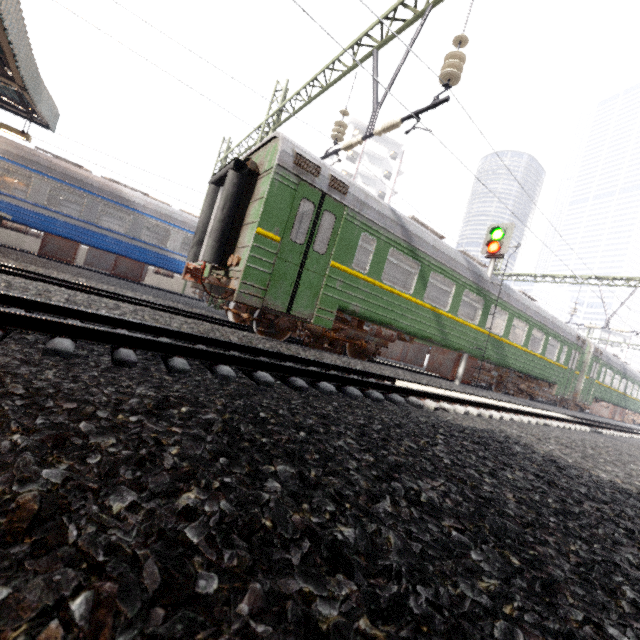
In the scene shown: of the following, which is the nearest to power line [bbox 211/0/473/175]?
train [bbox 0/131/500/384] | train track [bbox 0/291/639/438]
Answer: train [bbox 0/131/500/384]

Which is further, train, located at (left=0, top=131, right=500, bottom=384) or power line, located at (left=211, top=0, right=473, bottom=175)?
train, located at (left=0, top=131, right=500, bottom=384)

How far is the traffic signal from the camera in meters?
11.1 m

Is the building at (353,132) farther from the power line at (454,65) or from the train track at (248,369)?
the train track at (248,369)

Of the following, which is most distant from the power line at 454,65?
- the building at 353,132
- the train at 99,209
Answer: the building at 353,132

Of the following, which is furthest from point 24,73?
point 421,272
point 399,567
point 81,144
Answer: point 399,567

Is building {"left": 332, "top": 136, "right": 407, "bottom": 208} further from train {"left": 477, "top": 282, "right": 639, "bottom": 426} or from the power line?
train {"left": 477, "top": 282, "right": 639, "bottom": 426}

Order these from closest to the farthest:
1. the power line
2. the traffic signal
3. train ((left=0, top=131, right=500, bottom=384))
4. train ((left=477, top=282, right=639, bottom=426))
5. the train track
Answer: the train track < the power line < train ((left=0, top=131, right=500, bottom=384)) < the traffic signal < train ((left=477, top=282, right=639, bottom=426))
